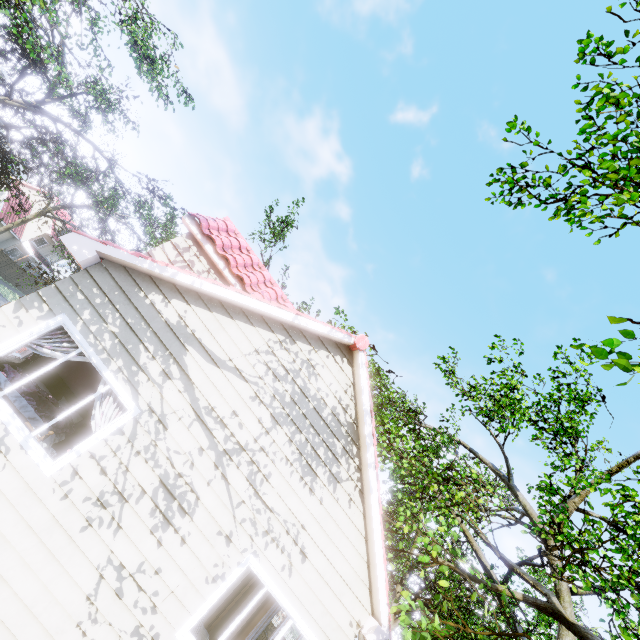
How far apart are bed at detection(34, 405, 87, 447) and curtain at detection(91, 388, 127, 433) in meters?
1.1

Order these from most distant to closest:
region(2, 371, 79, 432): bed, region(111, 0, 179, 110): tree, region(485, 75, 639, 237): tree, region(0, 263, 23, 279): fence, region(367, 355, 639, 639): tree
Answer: region(0, 263, 23, 279): fence → region(111, 0, 179, 110): tree → region(367, 355, 639, 639): tree → region(2, 371, 79, 432): bed → region(485, 75, 639, 237): tree

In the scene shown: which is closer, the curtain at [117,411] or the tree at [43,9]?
the curtain at [117,411]

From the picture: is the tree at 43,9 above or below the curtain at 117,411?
above

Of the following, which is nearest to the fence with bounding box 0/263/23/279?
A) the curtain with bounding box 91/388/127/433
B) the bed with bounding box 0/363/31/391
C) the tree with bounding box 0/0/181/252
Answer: the tree with bounding box 0/0/181/252

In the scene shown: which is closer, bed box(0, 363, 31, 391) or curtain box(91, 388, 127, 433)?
curtain box(91, 388, 127, 433)

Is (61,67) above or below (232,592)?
above

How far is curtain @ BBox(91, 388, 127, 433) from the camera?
5.10m
